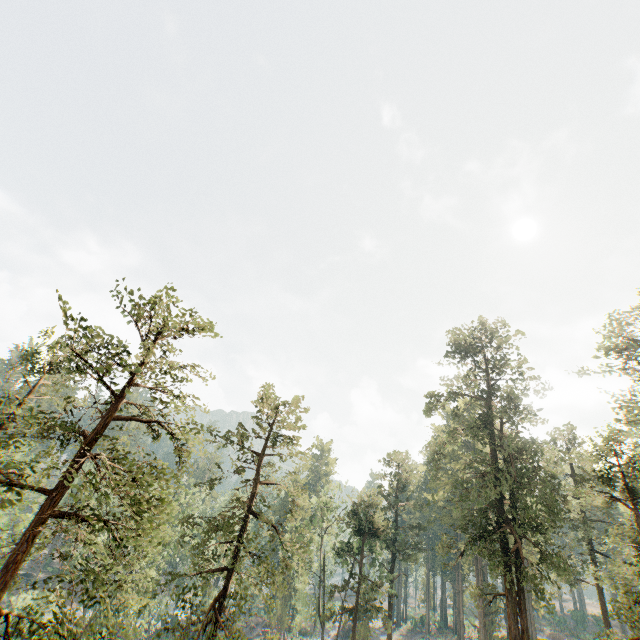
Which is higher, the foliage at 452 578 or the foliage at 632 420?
the foliage at 632 420

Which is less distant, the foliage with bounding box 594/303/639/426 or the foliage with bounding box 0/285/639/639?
the foliage with bounding box 0/285/639/639

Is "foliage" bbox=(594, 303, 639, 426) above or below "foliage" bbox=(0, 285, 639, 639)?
above

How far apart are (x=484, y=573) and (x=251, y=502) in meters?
46.5 m

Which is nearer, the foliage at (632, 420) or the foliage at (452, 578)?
the foliage at (452, 578)
